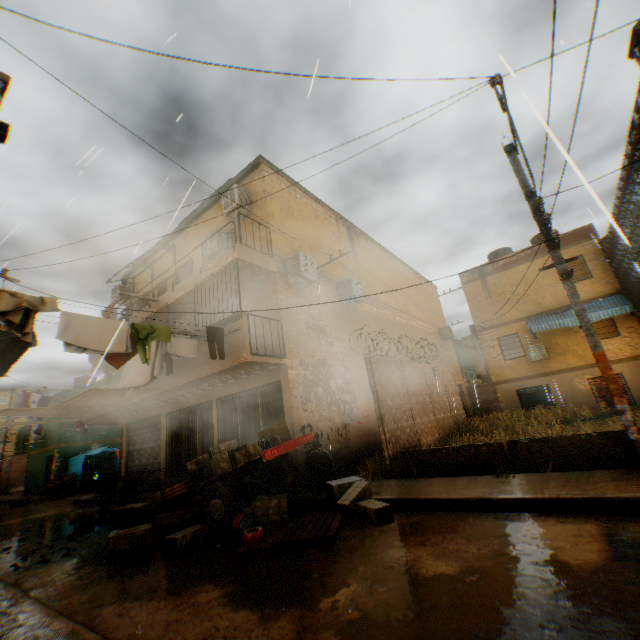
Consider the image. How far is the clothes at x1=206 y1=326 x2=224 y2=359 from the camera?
7.7m

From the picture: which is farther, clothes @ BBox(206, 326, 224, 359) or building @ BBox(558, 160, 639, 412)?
building @ BBox(558, 160, 639, 412)

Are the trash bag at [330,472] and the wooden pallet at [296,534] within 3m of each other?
yes

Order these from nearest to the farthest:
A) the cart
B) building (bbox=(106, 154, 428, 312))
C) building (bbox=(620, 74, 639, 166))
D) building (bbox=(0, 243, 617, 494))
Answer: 1. the cart
2. building (bbox=(620, 74, 639, 166))
3. building (bbox=(0, 243, 617, 494))
4. building (bbox=(106, 154, 428, 312))

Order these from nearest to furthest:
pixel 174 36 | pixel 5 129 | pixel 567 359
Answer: pixel 5 129, pixel 174 36, pixel 567 359

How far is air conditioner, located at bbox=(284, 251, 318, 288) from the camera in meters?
10.4 m

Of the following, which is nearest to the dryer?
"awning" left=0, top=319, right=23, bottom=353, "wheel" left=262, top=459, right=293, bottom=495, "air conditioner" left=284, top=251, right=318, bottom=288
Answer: "awning" left=0, top=319, right=23, bottom=353

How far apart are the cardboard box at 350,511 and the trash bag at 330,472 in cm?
25
